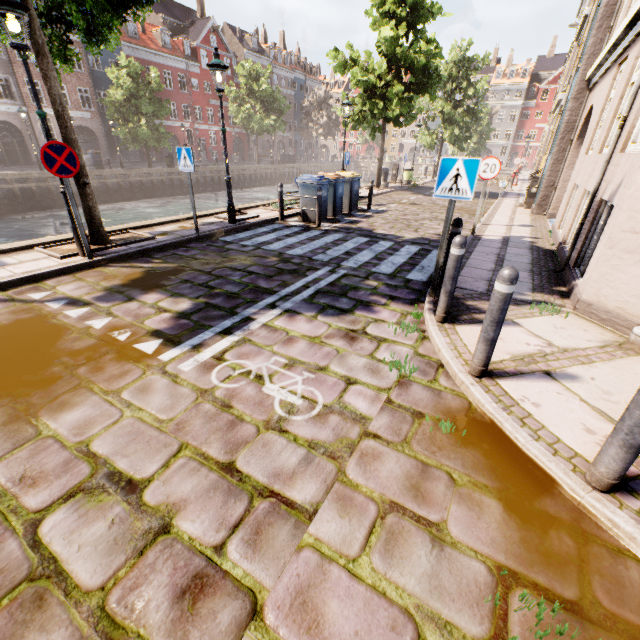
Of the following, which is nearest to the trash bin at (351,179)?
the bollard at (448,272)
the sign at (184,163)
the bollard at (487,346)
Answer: the sign at (184,163)

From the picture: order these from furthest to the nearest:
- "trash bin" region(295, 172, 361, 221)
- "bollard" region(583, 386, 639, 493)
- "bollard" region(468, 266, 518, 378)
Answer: "trash bin" region(295, 172, 361, 221)
"bollard" region(468, 266, 518, 378)
"bollard" region(583, 386, 639, 493)

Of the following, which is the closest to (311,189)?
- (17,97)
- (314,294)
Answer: (314,294)

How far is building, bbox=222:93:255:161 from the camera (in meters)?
45.03

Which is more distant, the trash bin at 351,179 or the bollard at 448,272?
the trash bin at 351,179

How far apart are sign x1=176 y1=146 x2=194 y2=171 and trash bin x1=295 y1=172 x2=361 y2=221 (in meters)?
4.82

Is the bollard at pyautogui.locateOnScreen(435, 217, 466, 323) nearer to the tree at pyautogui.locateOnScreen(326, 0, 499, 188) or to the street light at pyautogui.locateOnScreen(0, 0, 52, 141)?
the tree at pyautogui.locateOnScreen(326, 0, 499, 188)

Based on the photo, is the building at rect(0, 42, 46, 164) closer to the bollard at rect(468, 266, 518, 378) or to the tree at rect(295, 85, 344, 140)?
the tree at rect(295, 85, 344, 140)
